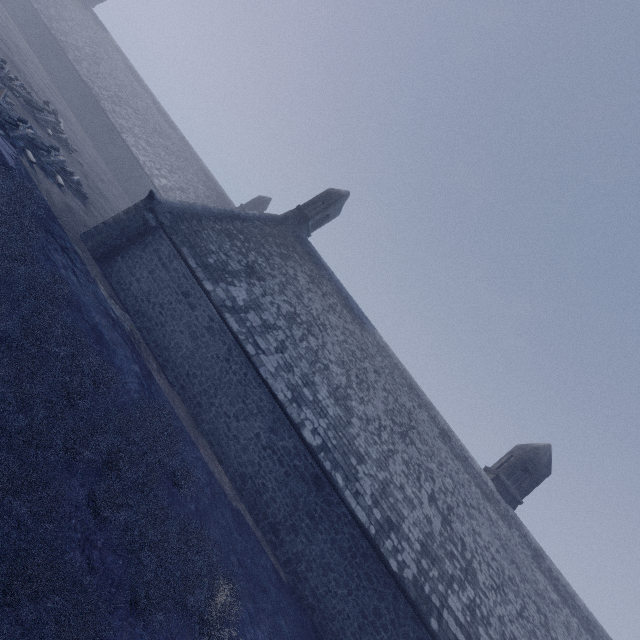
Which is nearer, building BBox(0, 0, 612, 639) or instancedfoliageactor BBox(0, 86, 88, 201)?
building BBox(0, 0, 612, 639)

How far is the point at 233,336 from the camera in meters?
11.8

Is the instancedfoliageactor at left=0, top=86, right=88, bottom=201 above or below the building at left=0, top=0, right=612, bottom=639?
below

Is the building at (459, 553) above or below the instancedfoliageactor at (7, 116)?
above

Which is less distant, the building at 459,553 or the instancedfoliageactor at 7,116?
the building at 459,553
